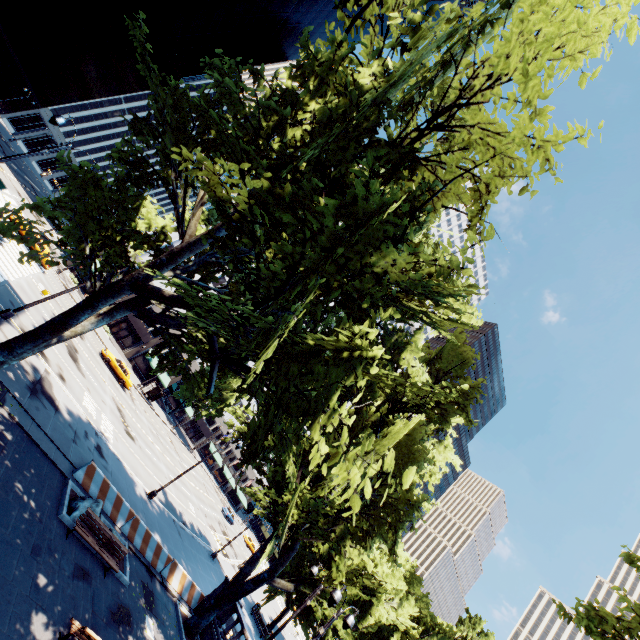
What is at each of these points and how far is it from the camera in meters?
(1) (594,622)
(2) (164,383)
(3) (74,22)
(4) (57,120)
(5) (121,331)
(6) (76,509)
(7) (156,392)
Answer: (1) tree, 10.6
(2) building, 53.4
(3) building, 51.0
(4) light, 13.0
(5) door, 51.3
(6) rock, 13.2
(7) bus stop, 50.1

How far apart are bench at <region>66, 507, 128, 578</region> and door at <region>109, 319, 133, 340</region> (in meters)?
44.64

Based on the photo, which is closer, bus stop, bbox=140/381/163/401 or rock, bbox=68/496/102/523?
rock, bbox=68/496/102/523

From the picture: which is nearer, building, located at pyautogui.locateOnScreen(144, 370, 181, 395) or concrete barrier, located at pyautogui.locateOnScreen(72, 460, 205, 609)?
concrete barrier, located at pyautogui.locateOnScreen(72, 460, 205, 609)

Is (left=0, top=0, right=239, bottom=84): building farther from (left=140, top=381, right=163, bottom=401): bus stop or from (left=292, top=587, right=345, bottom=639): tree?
(left=140, top=381, right=163, bottom=401): bus stop

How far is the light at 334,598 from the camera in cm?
1210

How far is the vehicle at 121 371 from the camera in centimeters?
3516cm

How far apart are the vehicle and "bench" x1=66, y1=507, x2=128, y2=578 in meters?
26.3 m
